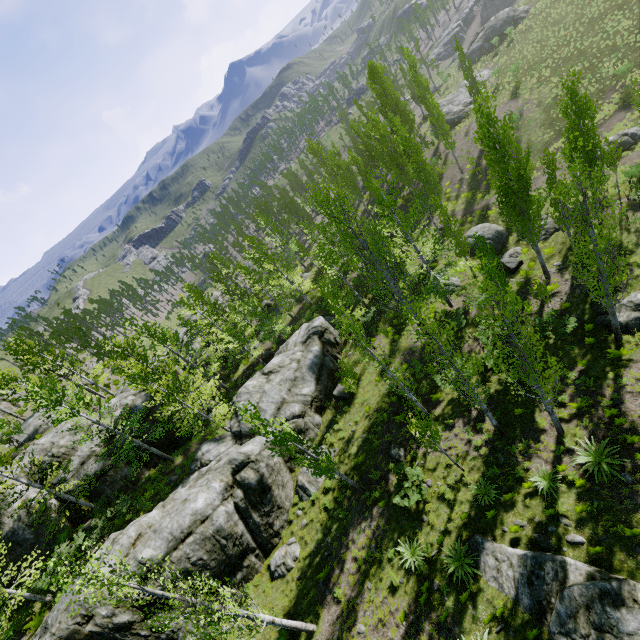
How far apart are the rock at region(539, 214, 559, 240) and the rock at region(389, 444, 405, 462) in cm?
1921

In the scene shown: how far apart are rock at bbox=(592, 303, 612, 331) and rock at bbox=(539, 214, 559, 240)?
8.8 meters

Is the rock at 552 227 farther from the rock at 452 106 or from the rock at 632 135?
the rock at 452 106

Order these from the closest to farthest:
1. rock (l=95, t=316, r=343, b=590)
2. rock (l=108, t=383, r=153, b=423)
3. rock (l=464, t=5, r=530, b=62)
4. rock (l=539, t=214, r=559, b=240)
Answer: rock (l=95, t=316, r=343, b=590)
rock (l=539, t=214, r=559, b=240)
rock (l=108, t=383, r=153, b=423)
rock (l=464, t=5, r=530, b=62)

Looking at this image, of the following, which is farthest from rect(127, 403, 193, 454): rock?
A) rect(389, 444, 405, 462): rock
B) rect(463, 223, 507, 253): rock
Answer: rect(463, 223, 507, 253): rock

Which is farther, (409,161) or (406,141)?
(409,161)

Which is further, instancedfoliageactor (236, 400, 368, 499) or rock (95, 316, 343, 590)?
rock (95, 316, 343, 590)

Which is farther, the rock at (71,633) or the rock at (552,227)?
the rock at (552,227)
